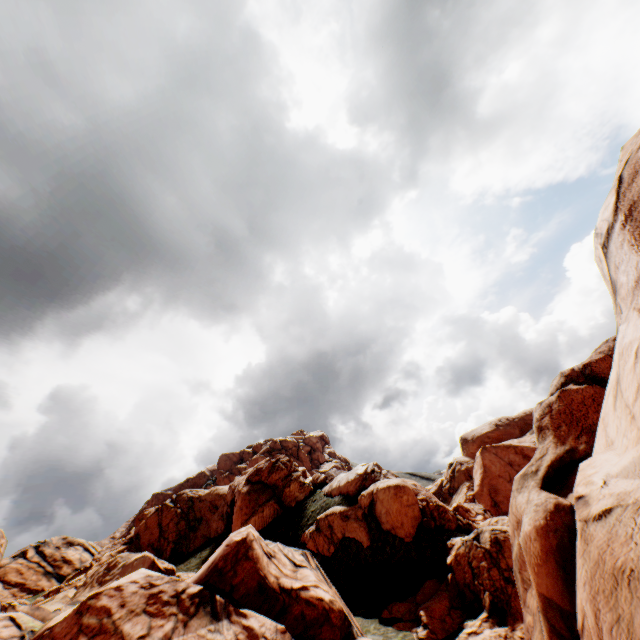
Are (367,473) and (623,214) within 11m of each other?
no
